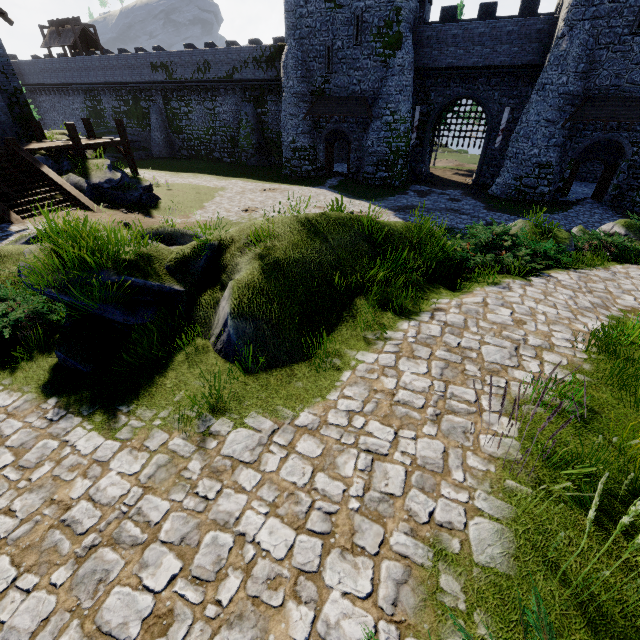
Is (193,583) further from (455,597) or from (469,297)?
(469,297)

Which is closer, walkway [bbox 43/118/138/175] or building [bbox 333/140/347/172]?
walkway [bbox 43/118/138/175]

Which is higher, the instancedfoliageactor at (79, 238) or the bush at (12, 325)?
the instancedfoliageactor at (79, 238)

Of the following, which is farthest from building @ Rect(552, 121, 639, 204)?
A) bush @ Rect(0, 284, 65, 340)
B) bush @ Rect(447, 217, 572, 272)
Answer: bush @ Rect(0, 284, 65, 340)

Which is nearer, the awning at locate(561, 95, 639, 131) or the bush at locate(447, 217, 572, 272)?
the bush at locate(447, 217, 572, 272)

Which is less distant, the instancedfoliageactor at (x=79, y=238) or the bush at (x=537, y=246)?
the instancedfoliageactor at (x=79, y=238)

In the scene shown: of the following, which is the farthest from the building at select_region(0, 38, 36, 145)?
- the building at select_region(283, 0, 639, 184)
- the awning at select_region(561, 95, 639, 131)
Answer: the awning at select_region(561, 95, 639, 131)

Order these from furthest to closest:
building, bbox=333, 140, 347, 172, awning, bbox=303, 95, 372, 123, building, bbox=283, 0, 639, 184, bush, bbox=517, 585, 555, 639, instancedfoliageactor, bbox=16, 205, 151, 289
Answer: building, bbox=333, 140, 347, 172 < awning, bbox=303, 95, 372, 123 < building, bbox=283, 0, 639, 184 < instancedfoliageactor, bbox=16, 205, 151, 289 < bush, bbox=517, 585, 555, 639
